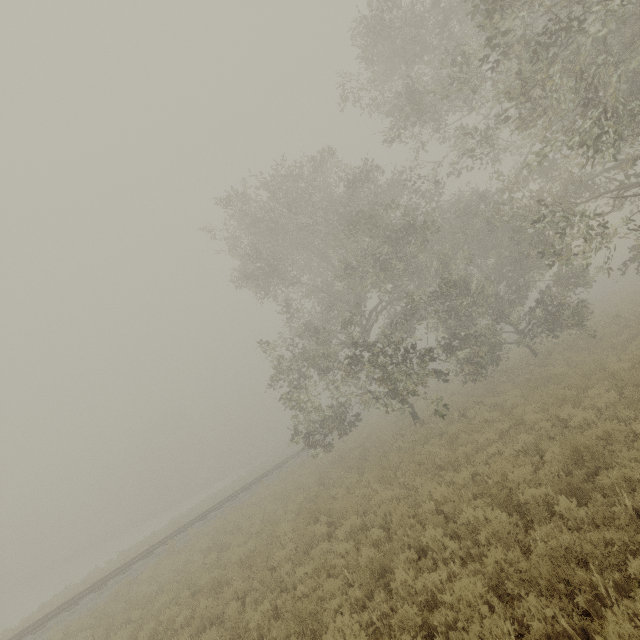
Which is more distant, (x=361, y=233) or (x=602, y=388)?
(x=361, y=233)
